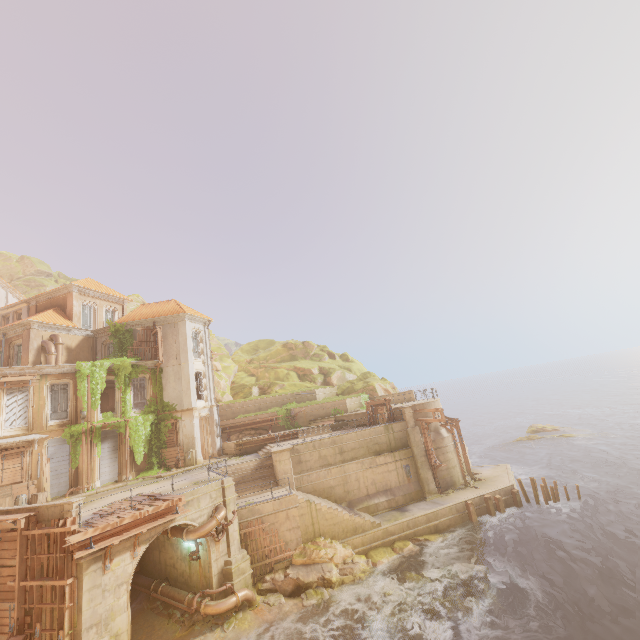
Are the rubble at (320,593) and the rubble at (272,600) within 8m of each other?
yes

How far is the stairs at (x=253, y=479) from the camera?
22.3 meters

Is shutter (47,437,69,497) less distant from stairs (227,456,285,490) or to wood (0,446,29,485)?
wood (0,446,29,485)

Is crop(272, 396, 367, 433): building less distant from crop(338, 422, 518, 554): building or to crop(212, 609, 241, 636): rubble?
crop(212, 609, 241, 636): rubble

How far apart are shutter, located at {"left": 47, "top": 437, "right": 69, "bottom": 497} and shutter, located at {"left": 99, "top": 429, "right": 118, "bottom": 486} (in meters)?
1.67

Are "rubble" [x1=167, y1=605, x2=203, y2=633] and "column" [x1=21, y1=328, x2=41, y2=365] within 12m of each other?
no

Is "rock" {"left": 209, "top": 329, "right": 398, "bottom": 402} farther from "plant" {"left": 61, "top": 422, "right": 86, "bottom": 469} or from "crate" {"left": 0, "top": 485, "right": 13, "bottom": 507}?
"crate" {"left": 0, "top": 485, "right": 13, "bottom": 507}

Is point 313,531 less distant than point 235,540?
No
